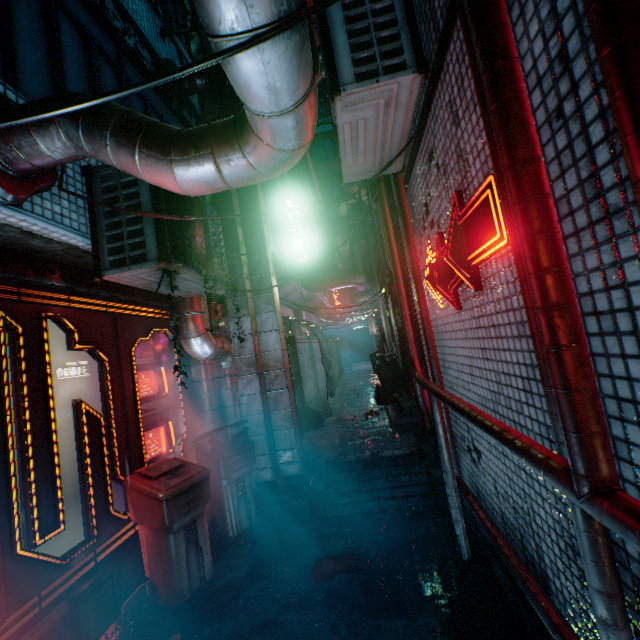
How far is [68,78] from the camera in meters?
2.7

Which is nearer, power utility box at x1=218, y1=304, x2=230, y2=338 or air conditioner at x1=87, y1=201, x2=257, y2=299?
air conditioner at x1=87, y1=201, x2=257, y2=299

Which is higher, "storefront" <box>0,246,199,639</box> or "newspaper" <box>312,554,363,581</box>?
"storefront" <box>0,246,199,639</box>

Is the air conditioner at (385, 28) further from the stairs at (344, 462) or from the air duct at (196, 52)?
the stairs at (344, 462)

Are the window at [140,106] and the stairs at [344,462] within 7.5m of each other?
yes

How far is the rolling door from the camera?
8.8m

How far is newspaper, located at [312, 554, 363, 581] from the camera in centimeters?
266cm

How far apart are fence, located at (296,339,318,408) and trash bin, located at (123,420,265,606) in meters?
3.1 m
